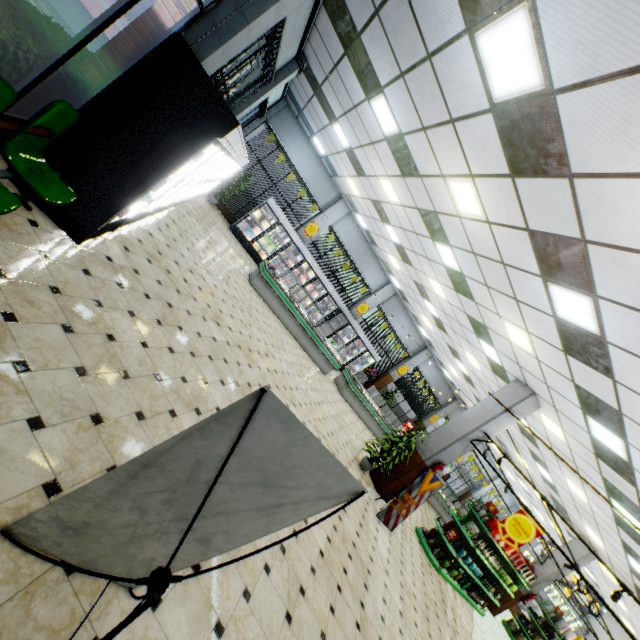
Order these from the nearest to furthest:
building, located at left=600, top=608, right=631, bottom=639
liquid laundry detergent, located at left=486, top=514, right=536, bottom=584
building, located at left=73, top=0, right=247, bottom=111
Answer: building, located at left=73, top=0, right=247, bottom=111
liquid laundry detergent, located at left=486, top=514, right=536, bottom=584
building, located at left=600, top=608, right=631, bottom=639

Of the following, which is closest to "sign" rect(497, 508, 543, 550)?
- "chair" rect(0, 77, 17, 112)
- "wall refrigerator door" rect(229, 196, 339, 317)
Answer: "chair" rect(0, 77, 17, 112)

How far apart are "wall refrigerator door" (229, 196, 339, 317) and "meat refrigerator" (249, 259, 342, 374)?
2.58m

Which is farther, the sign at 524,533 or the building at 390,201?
the sign at 524,533

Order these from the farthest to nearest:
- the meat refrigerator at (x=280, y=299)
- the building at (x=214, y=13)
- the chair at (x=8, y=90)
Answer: the meat refrigerator at (x=280, y=299) < the building at (x=214, y=13) < the chair at (x=8, y=90)

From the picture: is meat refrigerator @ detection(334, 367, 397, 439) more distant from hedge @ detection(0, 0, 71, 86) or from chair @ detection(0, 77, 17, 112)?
chair @ detection(0, 77, 17, 112)

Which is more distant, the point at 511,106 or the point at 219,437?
the point at 511,106
